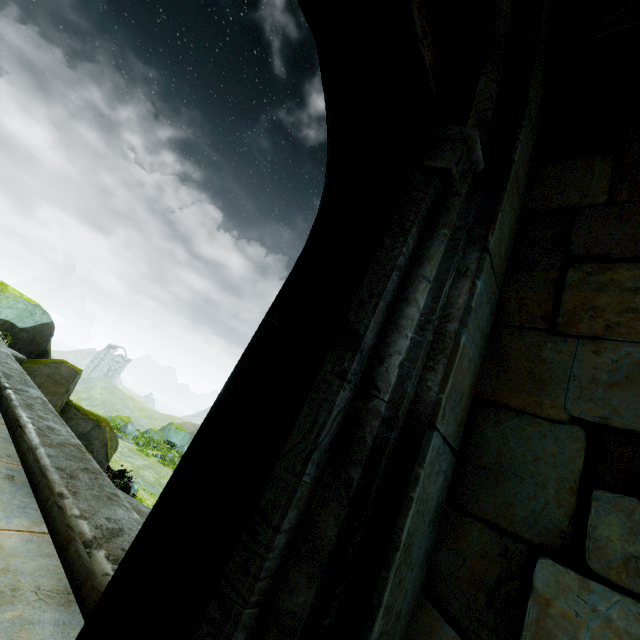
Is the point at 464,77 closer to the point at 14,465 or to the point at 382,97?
the point at 382,97

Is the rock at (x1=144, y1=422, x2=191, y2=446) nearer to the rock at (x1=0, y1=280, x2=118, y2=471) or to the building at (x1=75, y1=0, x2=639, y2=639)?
the rock at (x1=0, y1=280, x2=118, y2=471)

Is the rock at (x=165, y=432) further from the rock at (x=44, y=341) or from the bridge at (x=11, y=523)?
the rock at (x=44, y=341)

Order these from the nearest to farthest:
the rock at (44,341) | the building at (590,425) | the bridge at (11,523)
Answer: the building at (590,425)
the bridge at (11,523)
the rock at (44,341)

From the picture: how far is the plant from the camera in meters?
16.8

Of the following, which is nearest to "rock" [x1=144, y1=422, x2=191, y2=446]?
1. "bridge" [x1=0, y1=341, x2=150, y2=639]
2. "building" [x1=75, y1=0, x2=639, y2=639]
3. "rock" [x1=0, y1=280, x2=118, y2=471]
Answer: "bridge" [x1=0, y1=341, x2=150, y2=639]

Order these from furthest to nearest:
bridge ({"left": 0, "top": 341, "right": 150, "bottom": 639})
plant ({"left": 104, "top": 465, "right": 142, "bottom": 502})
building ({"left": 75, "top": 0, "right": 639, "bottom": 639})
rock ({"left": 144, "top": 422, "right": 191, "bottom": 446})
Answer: rock ({"left": 144, "top": 422, "right": 191, "bottom": 446})
plant ({"left": 104, "top": 465, "right": 142, "bottom": 502})
bridge ({"left": 0, "top": 341, "right": 150, "bottom": 639})
building ({"left": 75, "top": 0, "right": 639, "bottom": 639})

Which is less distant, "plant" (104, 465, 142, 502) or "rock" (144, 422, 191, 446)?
"plant" (104, 465, 142, 502)
